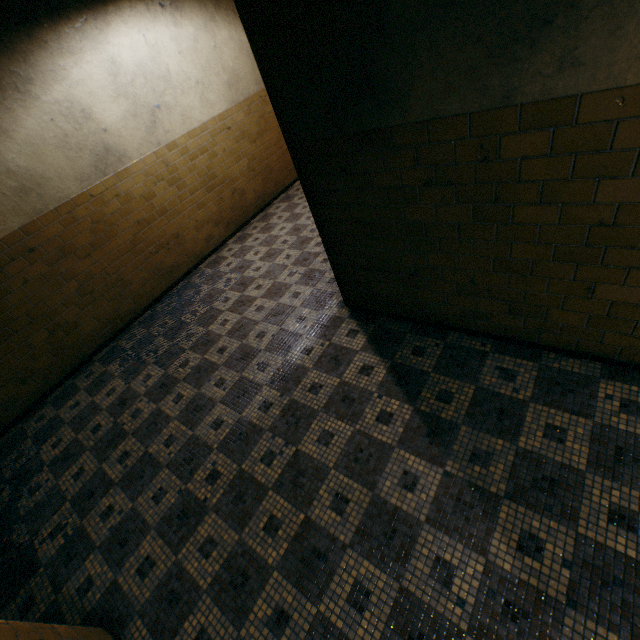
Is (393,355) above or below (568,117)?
below
